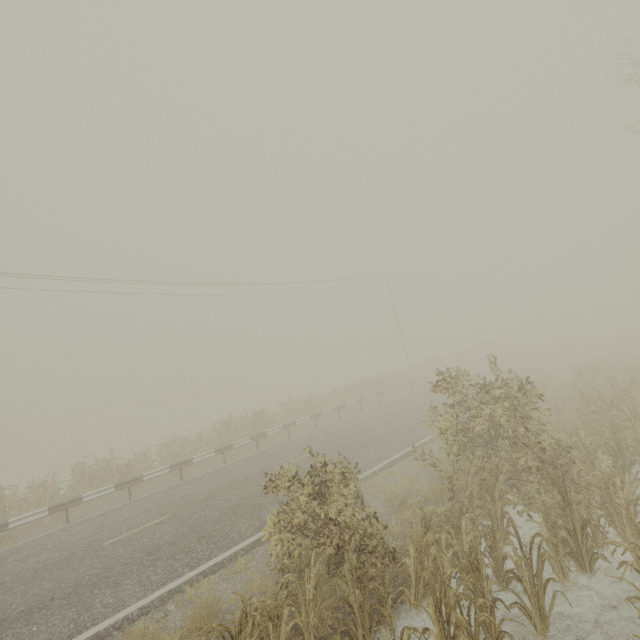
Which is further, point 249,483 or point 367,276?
point 367,276
